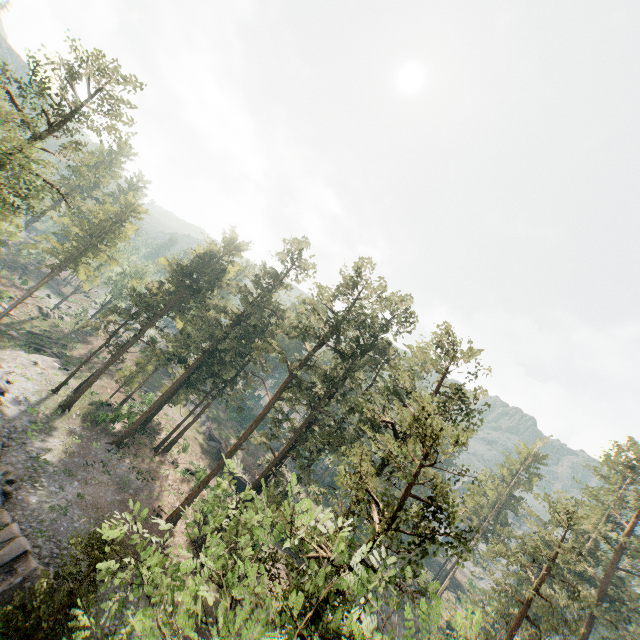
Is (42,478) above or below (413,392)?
below

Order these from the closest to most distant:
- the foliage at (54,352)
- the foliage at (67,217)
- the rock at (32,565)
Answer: the rock at (32,565) → the foliage at (67,217) → the foliage at (54,352)

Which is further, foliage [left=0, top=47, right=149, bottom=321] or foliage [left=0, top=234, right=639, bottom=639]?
foliage [left=0, top=47, right=149, bottom=321]

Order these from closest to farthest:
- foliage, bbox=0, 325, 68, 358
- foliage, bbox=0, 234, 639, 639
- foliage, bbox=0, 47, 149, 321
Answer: foliage, bbox=0, 234, 639, 639 → foliage, bbox=0, 47, 149, 321 → foliage, bbox=0, 325, 68, 358

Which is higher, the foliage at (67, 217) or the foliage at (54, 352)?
the foliage at (67, 217)

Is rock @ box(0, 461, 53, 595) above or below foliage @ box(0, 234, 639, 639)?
below
